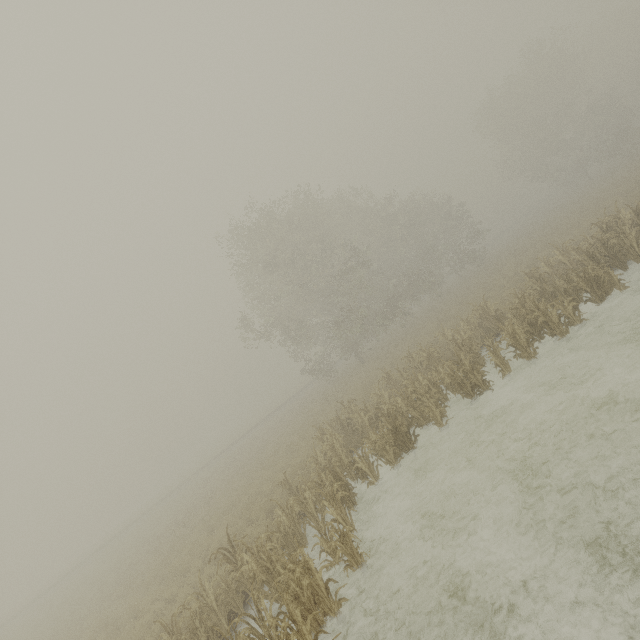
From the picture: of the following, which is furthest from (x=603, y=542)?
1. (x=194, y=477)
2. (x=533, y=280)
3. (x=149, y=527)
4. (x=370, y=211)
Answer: (x=194, y=477)
